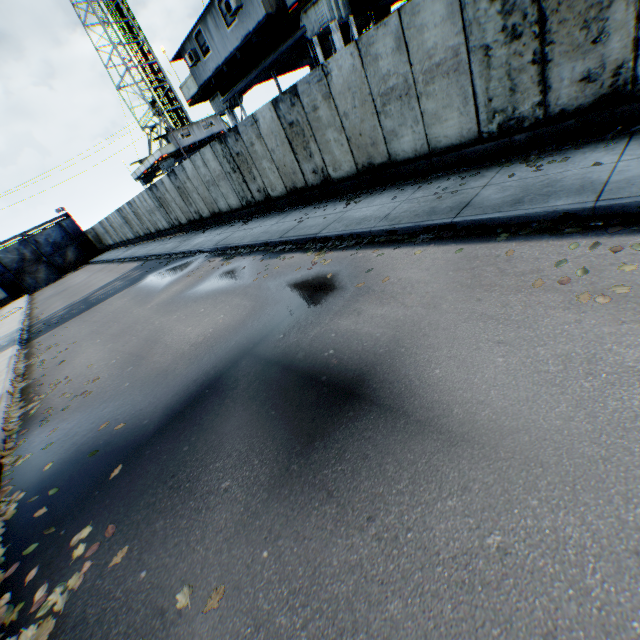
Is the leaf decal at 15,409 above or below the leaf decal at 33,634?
above

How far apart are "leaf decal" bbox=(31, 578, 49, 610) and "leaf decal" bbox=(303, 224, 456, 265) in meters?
5.5

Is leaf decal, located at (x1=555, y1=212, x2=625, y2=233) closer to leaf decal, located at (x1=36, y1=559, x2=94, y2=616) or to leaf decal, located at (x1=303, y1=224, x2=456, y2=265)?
A: leaf decal, located at (x1=303, y1=224, x2=456, y2=265)

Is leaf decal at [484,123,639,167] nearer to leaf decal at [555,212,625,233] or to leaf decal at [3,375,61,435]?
leaf decal at [555,212,625,233]

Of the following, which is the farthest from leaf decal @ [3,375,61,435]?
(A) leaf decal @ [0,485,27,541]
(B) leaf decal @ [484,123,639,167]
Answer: (B) leaf decal @ [484,123,639,167]

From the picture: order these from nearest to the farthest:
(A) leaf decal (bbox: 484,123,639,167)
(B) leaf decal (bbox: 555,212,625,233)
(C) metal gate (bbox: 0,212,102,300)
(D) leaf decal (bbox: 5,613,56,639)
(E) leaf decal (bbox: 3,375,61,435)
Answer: (D) leaf decal (bbox: 5,613,56,639), (B) leaf decal (bbox: 555,212,625,233), (A) leaf decal (bbox: 484,123,639,167), (E) leaf decal (bbox: 3,375,61,435), (C) metal gate (bbox: 0,212,102,300)

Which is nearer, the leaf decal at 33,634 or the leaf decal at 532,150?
the leaf decal at 33,634

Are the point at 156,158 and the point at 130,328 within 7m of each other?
no
